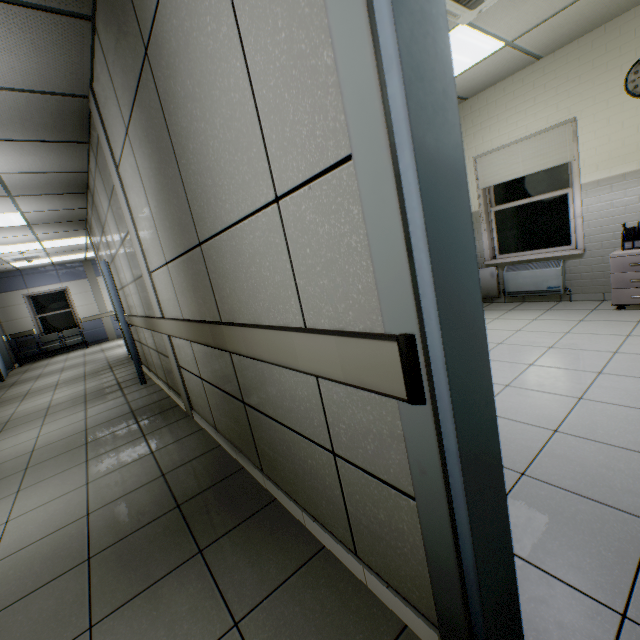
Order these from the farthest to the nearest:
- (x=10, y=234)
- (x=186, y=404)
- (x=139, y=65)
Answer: (x=10, y=234) < (x=186, y=404) < (x=139, y=65)

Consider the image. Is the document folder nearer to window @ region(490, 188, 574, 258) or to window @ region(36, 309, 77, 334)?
window @ region(490, 188, 574, 258)

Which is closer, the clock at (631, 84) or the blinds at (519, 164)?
the clock at (631, 84)

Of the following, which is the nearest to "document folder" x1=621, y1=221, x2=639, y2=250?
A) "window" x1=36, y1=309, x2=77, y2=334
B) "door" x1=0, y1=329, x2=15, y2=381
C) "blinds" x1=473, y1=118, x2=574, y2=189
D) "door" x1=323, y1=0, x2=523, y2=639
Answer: "blinds" x1=473, y1=118, x2=574, y2=189

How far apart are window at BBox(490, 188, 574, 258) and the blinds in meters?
0.4

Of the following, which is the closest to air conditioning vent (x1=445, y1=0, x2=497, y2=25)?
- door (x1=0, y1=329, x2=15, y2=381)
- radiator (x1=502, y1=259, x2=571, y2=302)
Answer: radiator (x1=502, y1=259, x2=571, y2=302)

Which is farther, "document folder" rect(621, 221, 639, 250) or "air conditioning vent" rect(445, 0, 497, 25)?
"document folder" rect(621, 221, 639, 250)

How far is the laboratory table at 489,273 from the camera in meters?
5.4 m
